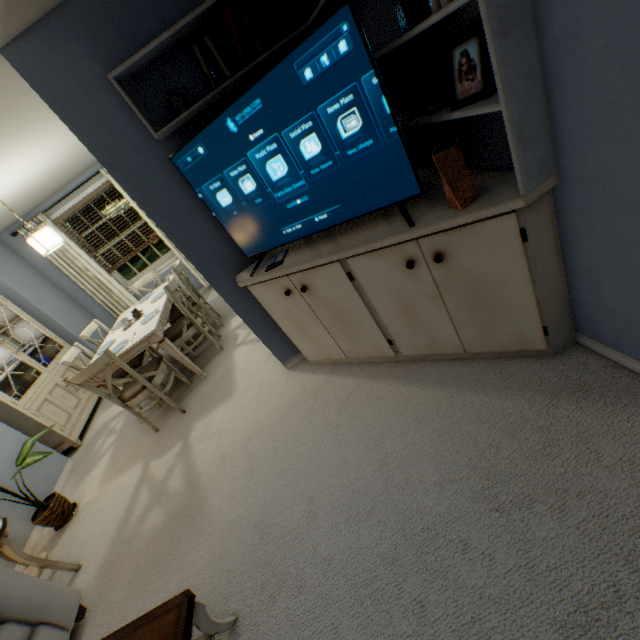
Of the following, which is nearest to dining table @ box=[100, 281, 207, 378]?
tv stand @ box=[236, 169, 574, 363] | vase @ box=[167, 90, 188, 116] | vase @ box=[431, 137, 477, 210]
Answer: tv stand @ box=[236, 169, 574, 363]

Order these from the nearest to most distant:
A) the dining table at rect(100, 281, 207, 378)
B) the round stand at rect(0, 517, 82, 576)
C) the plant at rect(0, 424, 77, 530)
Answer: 1. the round stand at rect(0, 517, 82, 576)
2. the plant at rect(0, 424, 77, 530)
3. the dining table at rect(100, 281, 207, 378)

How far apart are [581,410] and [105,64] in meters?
2.9

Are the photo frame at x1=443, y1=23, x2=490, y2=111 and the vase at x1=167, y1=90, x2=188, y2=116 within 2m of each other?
yes

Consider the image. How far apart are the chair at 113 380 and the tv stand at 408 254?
1.4m

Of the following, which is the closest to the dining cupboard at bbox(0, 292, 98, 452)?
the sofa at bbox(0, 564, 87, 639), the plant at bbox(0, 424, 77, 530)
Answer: the plant at bbox(0, 424, 77, 530)

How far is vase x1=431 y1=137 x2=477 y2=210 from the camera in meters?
1.2 m

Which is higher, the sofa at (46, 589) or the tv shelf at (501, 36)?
the tv shelf at (501, 36)
